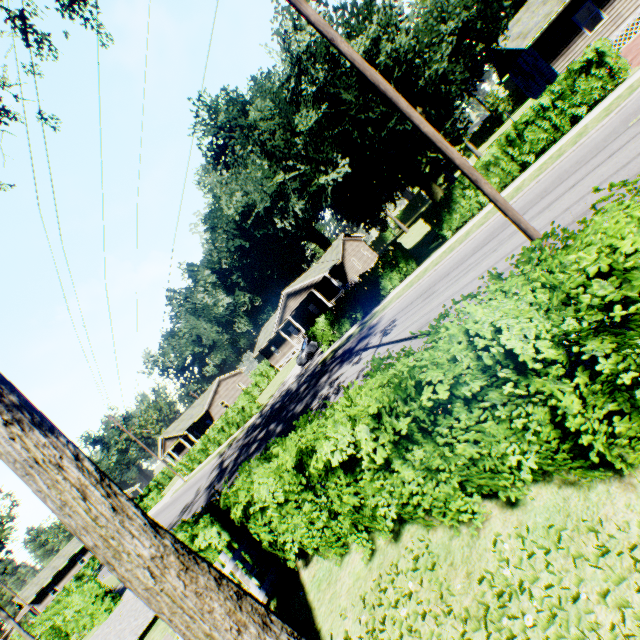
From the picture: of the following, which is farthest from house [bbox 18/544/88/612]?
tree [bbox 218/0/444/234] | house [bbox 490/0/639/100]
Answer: house [bbox 490/0/639/100]

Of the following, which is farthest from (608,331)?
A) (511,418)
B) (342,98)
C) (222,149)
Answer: (222,149)

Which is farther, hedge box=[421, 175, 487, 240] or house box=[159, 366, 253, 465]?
house box=[159, 366, 253, 465]

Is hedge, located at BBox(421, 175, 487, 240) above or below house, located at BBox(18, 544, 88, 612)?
below

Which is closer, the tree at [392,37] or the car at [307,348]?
the tree at [392,37]

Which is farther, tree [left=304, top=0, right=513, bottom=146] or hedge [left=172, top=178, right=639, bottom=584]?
tree [left=304, top=0, right=513, bottom=146]

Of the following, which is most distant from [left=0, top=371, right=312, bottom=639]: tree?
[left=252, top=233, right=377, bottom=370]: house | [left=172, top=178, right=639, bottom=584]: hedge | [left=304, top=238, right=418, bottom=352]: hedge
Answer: [left=252, top=233, right=377, bottom=370]: house

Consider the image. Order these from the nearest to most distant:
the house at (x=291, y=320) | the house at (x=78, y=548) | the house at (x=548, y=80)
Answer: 1. the house at (x=548, y=80)
2. the house at (x=291, y=320)
3. the house at (x=78, y=548)
